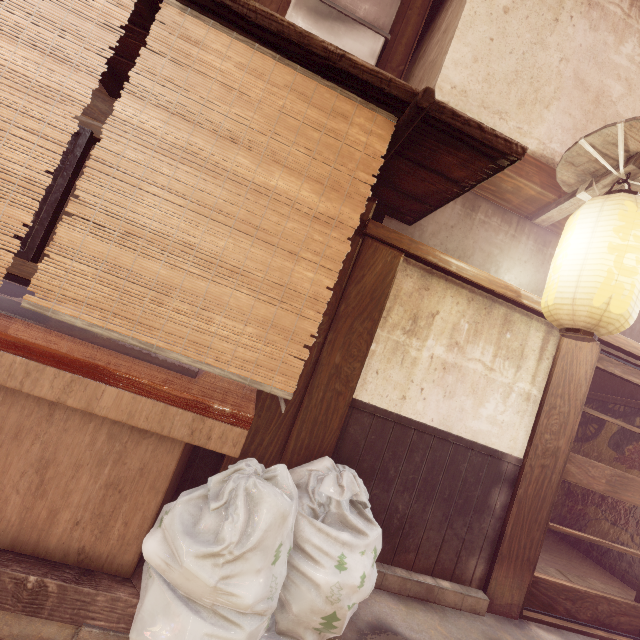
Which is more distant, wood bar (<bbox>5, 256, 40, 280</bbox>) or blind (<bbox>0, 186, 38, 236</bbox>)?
wood bar (<bbox>5, 256, 40, 280</bbox>)

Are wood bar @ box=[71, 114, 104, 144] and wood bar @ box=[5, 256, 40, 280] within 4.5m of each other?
yes

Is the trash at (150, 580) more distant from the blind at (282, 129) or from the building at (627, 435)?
the building at (627, 435)

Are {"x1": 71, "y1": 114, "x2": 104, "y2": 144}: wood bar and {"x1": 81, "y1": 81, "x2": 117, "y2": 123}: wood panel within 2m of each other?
yes

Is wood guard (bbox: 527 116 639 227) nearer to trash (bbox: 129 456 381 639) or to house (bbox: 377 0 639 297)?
house (bbox: 377 0 639 297)

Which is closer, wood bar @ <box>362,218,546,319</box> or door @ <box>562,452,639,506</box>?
wood bar @ <box>362,218,546,319</box>

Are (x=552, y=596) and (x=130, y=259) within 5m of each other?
no

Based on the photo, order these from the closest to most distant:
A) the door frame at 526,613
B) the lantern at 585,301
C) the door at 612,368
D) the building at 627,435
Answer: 1. the lantern at 585,301
2. the door frame at 526,613
3. the door at 612,368
4. the building at 627,435
